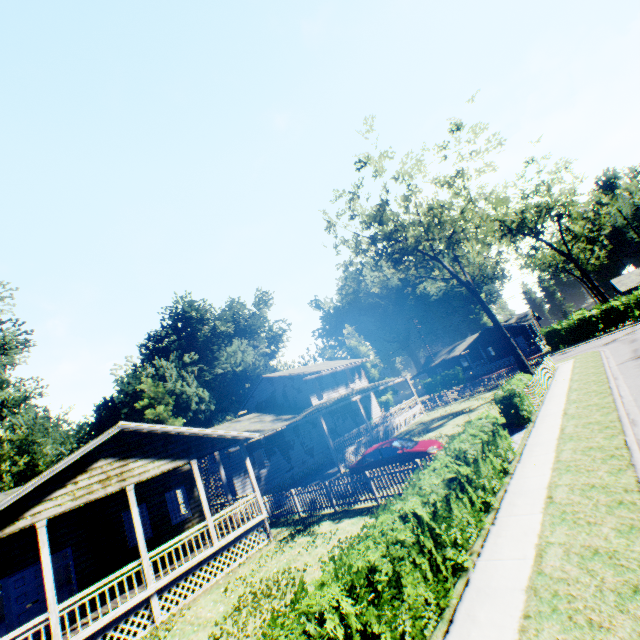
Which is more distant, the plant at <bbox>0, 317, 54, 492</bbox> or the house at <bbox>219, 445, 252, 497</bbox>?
the plant at <bbox>0, 317, 54, 492</bbox>

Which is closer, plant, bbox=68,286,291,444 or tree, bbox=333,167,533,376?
tree, bbox=333,167,533,376

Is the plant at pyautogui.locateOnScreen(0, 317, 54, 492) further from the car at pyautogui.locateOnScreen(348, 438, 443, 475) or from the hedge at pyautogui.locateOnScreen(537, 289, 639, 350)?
the hedge at pyautogui.locateOnScreen(537, 289, 639, 350)

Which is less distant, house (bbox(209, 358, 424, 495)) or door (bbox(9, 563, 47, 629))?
door (bbox(9, 563, 47, 629))

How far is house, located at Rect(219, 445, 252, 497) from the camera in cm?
2212

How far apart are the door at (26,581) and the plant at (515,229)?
63.0 meters

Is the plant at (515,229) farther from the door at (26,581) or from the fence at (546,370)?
the door at (26,581)

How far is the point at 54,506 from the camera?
10.23m
